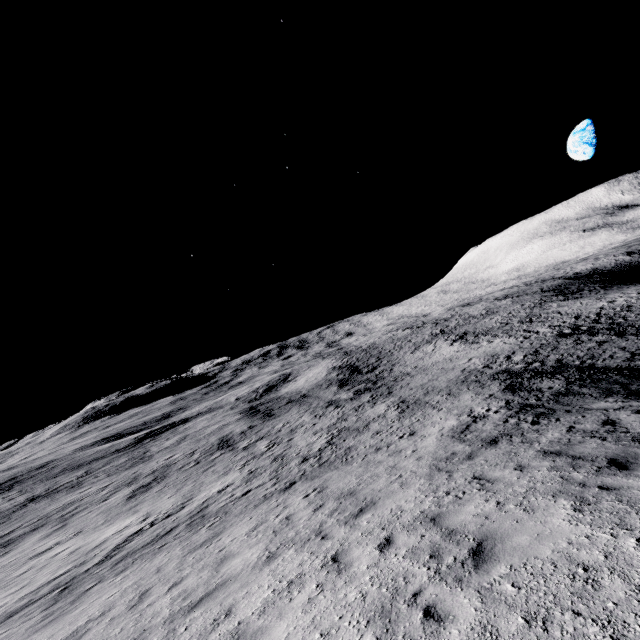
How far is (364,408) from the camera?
27.5m
